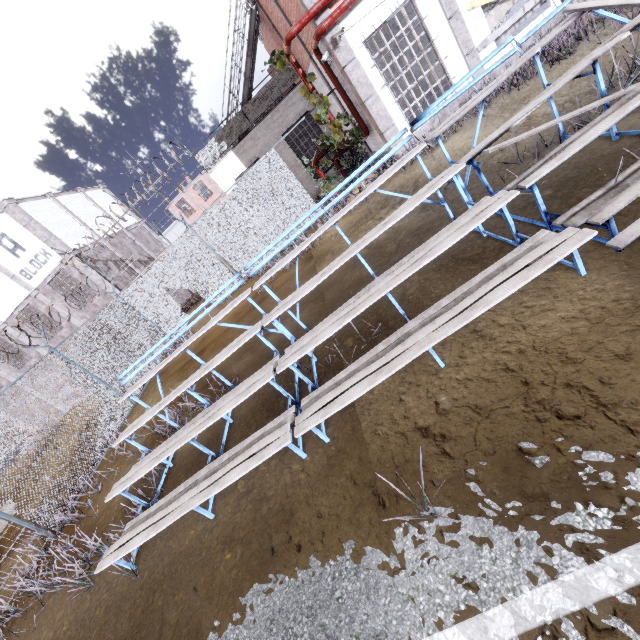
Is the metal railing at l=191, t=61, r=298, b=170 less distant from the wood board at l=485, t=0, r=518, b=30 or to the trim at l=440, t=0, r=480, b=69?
the trim at l=440, t=0, r=480, b=69

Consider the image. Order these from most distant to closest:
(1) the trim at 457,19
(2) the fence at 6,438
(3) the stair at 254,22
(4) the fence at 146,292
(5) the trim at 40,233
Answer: (5) the trim at 40,233 → (3) the stair at 254,22 → (4) the fence at 146,292 → (1) the trim at 457,19 → (2) the fence at 6,438

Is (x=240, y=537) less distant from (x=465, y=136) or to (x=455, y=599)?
(x=455, y=599)

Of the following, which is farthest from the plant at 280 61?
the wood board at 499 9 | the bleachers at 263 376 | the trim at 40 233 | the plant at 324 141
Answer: the trim at 40 233

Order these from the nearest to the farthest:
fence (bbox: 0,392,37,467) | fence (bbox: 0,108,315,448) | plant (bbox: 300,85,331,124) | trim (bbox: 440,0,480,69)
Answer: fence (bbox: 0,392,37,467) → trim (bbox: 440,0,480,69) → fence (bbox: 0,108,315,448) → plant (bbox: 300,85,331,124)

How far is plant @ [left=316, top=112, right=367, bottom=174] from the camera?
10.1m

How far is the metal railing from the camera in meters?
13.8 m

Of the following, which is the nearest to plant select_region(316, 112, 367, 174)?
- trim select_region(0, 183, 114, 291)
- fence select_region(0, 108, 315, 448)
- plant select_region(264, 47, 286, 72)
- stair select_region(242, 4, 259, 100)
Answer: plant select_region(264, 47, 286, 72)
